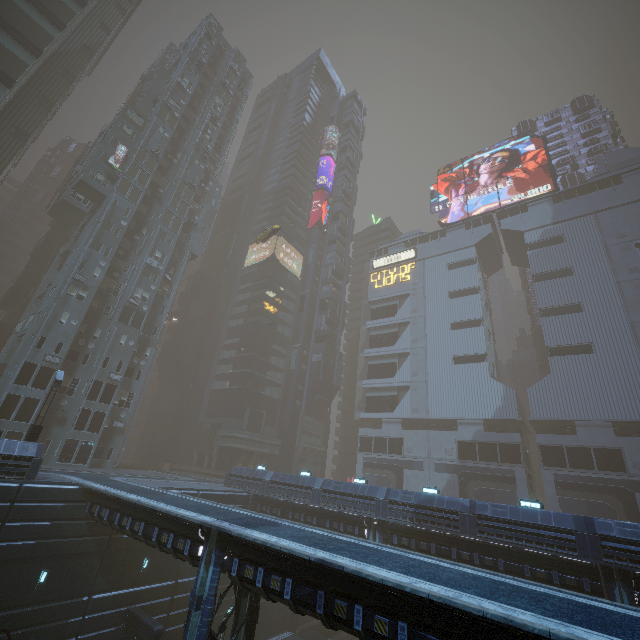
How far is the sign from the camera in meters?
54.5 m

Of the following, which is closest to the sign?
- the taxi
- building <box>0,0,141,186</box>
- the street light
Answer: building <box>0,0,141,186</box>

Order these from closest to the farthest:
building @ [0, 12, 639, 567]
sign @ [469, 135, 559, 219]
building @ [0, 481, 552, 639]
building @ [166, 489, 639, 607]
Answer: building @ [0, 481, 552, 639] → building @ [166, 489, 639, 607] → building @ [0, 12, 639, 567] → sign @ [469, 135, 559, 219]

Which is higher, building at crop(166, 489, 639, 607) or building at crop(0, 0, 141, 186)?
building at crop(0, 0, 141, 186)

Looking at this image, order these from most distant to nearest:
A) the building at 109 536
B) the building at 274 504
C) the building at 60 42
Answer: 1. the building at 60 42
2. the building at 274 504
3. the building at 109 536

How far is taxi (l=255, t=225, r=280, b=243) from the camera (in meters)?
42.68

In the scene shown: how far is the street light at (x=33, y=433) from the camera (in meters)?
20.91

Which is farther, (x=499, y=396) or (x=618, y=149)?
(x=618, y=149)
